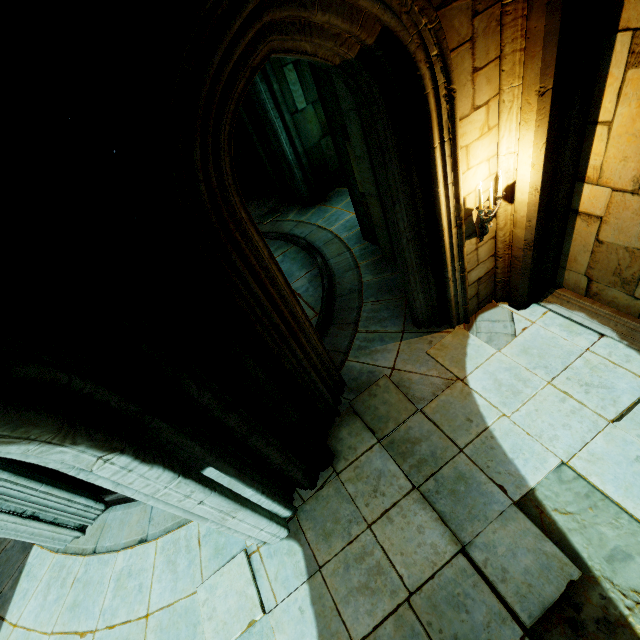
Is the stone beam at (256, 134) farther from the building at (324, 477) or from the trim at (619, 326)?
the trim at (619, 326)

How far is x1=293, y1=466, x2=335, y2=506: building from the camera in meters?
4.7 m

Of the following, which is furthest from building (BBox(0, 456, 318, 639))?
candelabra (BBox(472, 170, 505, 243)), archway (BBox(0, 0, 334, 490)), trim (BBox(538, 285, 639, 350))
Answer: candelabra (BBox(472, 170, 505, 243))

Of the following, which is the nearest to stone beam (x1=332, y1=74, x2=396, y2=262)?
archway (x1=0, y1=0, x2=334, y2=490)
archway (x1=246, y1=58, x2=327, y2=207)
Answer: archway (x1=246, y1=58, x2=327, y2=207)

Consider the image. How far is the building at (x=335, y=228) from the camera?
5.6 meters

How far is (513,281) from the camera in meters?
5.2 m

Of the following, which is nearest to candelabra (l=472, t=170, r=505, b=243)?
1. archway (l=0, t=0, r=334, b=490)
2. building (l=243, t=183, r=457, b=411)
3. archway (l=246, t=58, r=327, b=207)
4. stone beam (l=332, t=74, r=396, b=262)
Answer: archway (l=0, t=0, r=334, b=490)

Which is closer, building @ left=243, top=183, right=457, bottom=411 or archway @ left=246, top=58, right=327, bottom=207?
building @ left=243, top=183, right=457, bottom=411
